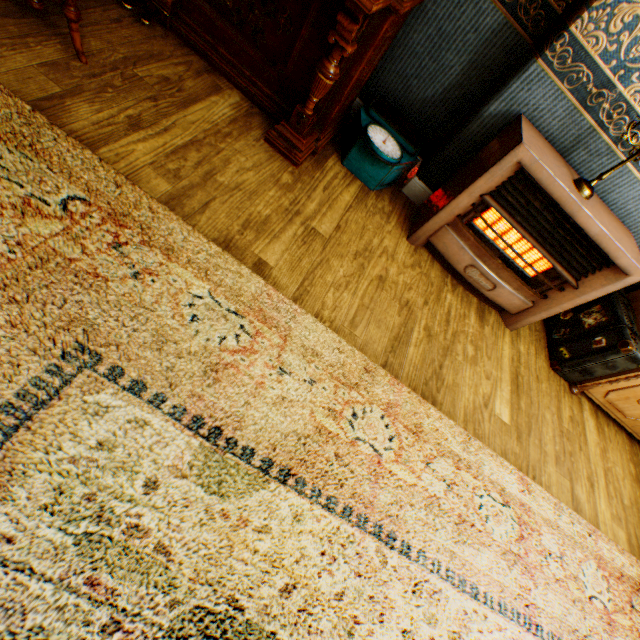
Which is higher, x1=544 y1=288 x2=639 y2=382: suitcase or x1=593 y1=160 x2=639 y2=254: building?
x1=593 y1=160 x2=639 y2=254: building

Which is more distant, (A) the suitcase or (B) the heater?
(A) the suitcase

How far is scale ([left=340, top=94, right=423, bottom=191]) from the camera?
2.2m

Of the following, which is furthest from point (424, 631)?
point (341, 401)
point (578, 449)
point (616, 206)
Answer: Result: point (616, 206)

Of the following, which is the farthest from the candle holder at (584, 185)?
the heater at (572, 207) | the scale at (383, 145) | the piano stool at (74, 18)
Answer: the piano stool at (74, 18)

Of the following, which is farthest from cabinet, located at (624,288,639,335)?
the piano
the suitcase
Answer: the piano

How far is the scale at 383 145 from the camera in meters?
2.2 m

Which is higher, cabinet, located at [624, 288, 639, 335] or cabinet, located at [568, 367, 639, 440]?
cabinet, located at [624, 288, 639, 335]
